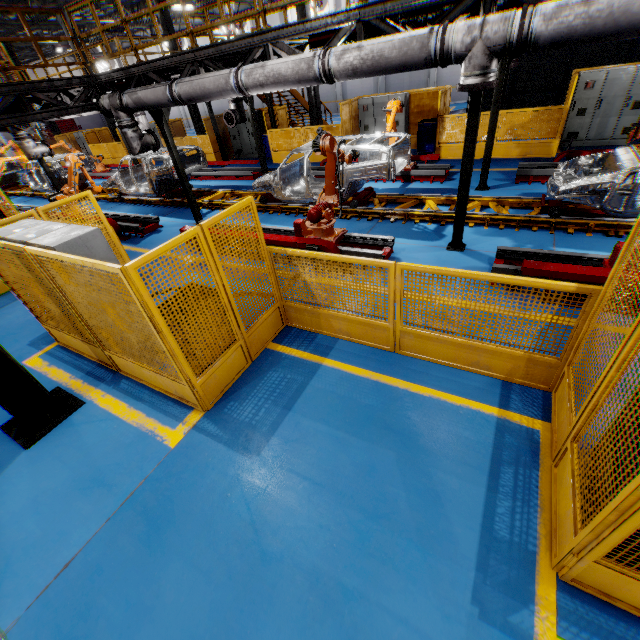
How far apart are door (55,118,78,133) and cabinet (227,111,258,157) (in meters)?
36.68

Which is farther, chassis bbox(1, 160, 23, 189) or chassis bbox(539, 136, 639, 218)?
chassis bbox(1, 160, 23, 189)

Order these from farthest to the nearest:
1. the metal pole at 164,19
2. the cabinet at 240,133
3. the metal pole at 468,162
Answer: the cabinet at 240,133 → the metal pole at 164,19 → the metal pole at 468,162

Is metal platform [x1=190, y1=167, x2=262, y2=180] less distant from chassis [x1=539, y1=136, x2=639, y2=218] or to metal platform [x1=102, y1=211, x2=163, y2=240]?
chassis [x1=539, y1=136, x2=639, y2=218]

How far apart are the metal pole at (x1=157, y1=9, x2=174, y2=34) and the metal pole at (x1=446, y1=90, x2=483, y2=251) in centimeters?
1734cm

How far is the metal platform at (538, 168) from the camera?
9.04m

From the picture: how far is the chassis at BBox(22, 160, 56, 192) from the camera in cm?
1568

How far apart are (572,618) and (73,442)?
5.6 meters
